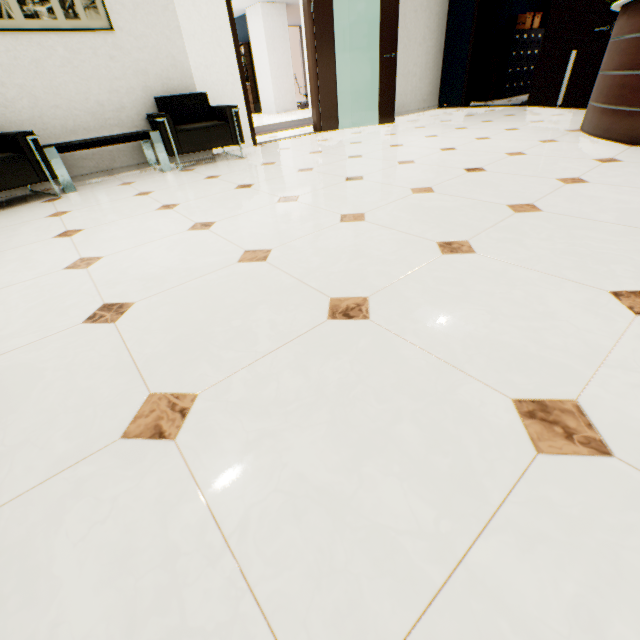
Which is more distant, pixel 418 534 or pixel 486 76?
pixel 486 76

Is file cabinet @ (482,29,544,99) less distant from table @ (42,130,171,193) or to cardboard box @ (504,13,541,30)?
cardboard box @ (504,13,541,30)

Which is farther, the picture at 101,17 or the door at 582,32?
the door at 582,32

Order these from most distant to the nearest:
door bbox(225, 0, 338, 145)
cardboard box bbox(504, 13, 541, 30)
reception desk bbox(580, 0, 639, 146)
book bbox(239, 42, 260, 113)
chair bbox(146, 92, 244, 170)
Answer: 1. book bbox(239, 42, 260, 113)
2. cardboard box bbox(504, 13, 541, 30)
3. door bbox(225, 0, 338, 145)
4. chair bbox(146, 92, 244, 170)
5. reception desk bbox(580, 0, 639, 146)

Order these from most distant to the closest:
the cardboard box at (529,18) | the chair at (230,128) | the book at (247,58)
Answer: the book at (247,58) < the cardboard box at (529,18) < the chair at (230,128)

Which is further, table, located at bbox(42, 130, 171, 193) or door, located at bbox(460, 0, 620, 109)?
door, located at bbox(460, 0, 620, 109)

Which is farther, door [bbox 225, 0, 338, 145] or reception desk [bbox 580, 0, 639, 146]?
door [bbox 225, 0, 338, 145]

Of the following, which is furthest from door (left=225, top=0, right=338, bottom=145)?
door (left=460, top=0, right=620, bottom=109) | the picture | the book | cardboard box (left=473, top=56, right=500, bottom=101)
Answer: the book
